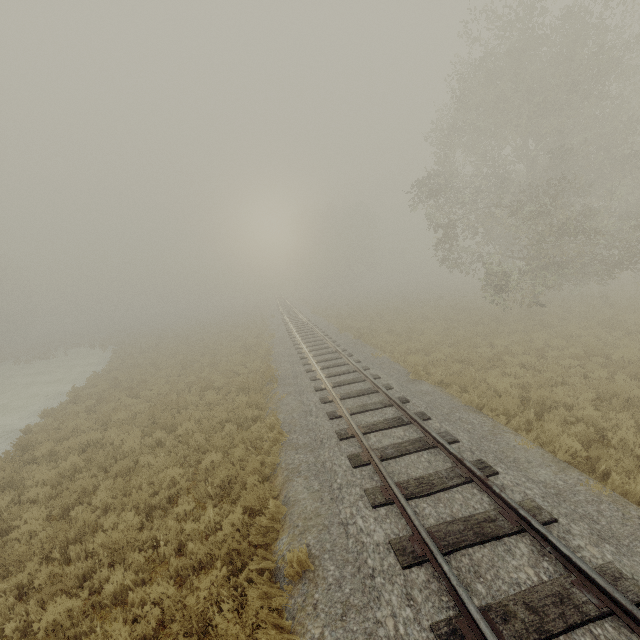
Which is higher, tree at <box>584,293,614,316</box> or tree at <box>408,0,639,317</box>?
tree at <box>408,0,639,317</box>

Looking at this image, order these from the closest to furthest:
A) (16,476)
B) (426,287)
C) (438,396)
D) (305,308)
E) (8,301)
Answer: (16,476) < (438,396) < (305,308) < (426,287) < (8,301)

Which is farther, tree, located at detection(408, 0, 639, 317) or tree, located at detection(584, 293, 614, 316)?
tree, located at detection(584, 293, 614, 316)

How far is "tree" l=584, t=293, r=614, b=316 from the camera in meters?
17.7

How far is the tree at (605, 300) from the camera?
17.7 meters

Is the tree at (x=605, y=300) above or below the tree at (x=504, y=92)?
below
